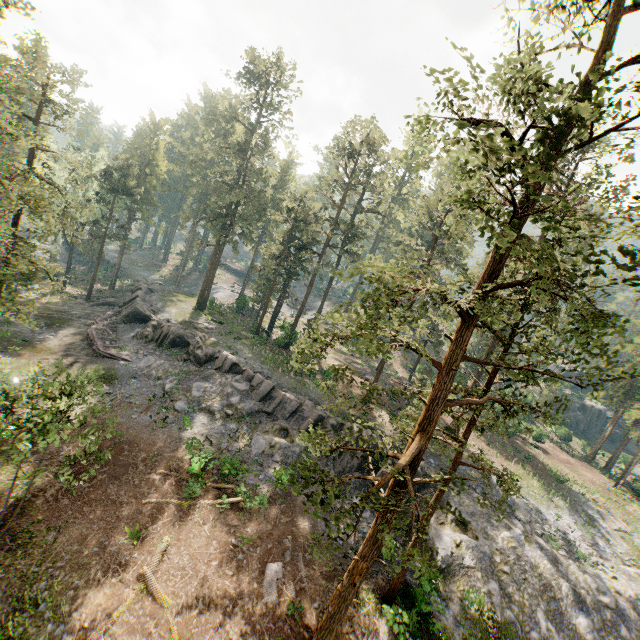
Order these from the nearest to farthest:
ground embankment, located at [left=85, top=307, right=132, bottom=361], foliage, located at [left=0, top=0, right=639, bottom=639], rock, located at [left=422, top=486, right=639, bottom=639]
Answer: foliage, located at [left=0, top=0, right=639, bottom=639] → rock, located at [left=422, top=486, right=639, bottom=639] → ground embankment, located at [left=85, top=307, right=132, bottom=361]

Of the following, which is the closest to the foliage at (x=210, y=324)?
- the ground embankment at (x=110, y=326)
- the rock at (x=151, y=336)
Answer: the rock at (x=151, y=336)

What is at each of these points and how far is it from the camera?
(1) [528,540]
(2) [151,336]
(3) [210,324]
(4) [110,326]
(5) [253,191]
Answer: (1) rock, 24.1 meters
(2) rock, 33.0 meters
(3) foliage, 39.1 meters
(4) ground embankment, 35.2 meters
(5) foliage, 38.9 meters

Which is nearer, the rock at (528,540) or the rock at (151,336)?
the rock at (528,540)

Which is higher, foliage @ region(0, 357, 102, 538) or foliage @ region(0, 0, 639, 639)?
foliage @ region(0, 0, 639, 639)

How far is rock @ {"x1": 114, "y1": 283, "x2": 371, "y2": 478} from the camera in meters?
25.9

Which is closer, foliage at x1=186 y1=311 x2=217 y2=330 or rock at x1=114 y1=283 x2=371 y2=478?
rock at x1=114 y1=283 x2=371 y2=478

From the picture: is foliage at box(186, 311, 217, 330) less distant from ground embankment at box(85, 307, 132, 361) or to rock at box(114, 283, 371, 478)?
rock at box(114, 283, 371, 478)
